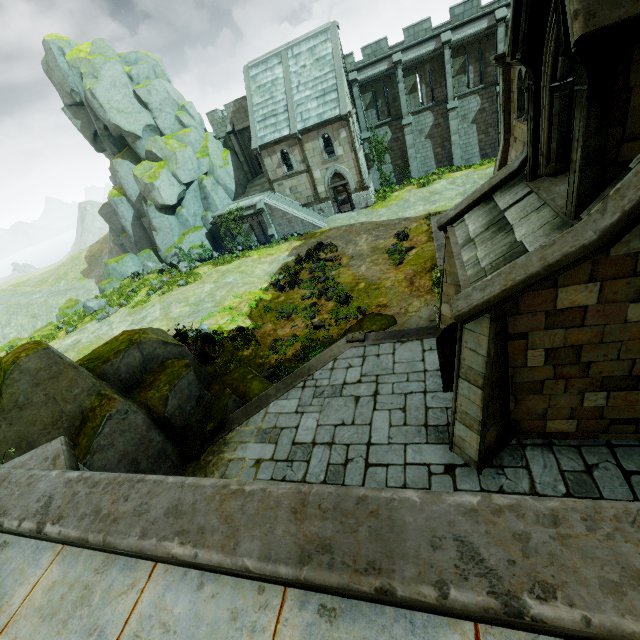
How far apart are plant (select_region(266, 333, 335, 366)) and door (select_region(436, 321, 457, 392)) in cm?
581

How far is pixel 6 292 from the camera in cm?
5912

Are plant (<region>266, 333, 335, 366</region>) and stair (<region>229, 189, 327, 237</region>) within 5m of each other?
no

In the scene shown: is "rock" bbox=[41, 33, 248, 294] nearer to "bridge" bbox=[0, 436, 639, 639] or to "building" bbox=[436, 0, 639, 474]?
"bridge" bbox=[0, 436, 639, 639]

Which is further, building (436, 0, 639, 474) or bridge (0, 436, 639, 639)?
building (436, 0, 639, 474)

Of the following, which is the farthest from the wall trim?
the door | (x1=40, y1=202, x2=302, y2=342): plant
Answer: (x1=40, y1=202, x2=302, y2=342): plant

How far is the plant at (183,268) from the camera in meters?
24.4 m

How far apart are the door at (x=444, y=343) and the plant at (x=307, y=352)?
5.8m
